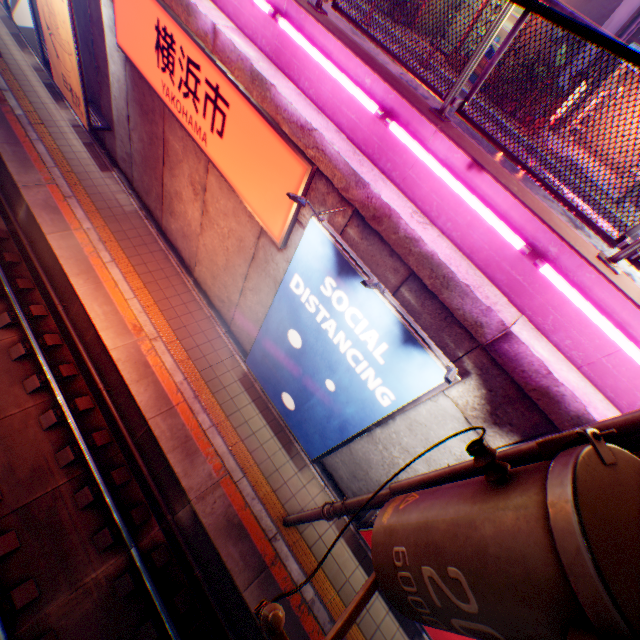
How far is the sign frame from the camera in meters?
6.1 m

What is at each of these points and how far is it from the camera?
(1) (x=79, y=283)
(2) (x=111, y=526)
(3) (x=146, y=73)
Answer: (1) railway, 8.4m
(2) railway, 6.9m
(3) sign, 7.0m

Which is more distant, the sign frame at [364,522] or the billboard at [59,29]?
the billboard at [59,29]

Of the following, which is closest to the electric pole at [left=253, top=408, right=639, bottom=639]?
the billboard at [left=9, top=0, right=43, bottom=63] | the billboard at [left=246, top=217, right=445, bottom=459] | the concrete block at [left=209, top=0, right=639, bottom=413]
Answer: the billboard at [left=246, top=217, right=445, bottom=459]

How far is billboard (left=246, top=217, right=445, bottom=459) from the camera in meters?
4.0

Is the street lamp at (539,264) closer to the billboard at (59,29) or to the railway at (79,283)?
the railway at (79,283)

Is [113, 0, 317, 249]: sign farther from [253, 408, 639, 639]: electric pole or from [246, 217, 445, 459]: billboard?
[253, 408, 639, 639]: electric pole

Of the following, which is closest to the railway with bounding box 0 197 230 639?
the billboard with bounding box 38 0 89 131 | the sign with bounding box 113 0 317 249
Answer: the billboard with bounding box 38 0 89 131
